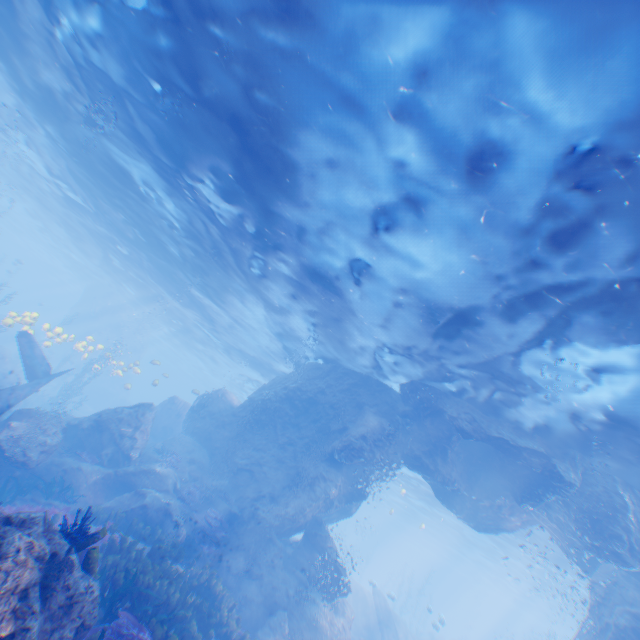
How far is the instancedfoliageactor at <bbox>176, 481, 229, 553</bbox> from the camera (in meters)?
13.59

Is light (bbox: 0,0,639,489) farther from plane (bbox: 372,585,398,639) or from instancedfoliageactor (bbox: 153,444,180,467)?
instancedfoliageactor (bbox: 153,444,180,467)

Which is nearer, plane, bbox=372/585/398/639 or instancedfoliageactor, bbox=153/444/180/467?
instancedfoliageactor, bbox=153/444/180/467

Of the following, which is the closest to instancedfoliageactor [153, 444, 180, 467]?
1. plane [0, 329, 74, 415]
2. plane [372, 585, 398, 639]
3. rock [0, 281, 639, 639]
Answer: rock [0, 281, 639, 639]

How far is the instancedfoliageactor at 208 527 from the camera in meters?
13.6 m

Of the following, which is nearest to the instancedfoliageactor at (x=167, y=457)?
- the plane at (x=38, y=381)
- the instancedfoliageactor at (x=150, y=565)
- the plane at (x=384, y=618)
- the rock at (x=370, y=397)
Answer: the rock at (x=370, y=397)

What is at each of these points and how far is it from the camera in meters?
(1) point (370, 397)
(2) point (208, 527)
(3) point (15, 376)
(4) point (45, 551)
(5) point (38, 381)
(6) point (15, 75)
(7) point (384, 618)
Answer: (1) rock, 17.5 m
(2) instancedfoliageactor, 14.0 m
(3) rock, 24.6 m
(4) rock, 4.5 m
(5) plane, 14.9 m
(6) light, 14.6 m
(7) plane, 22.2 m

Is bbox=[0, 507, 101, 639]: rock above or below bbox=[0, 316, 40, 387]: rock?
above
